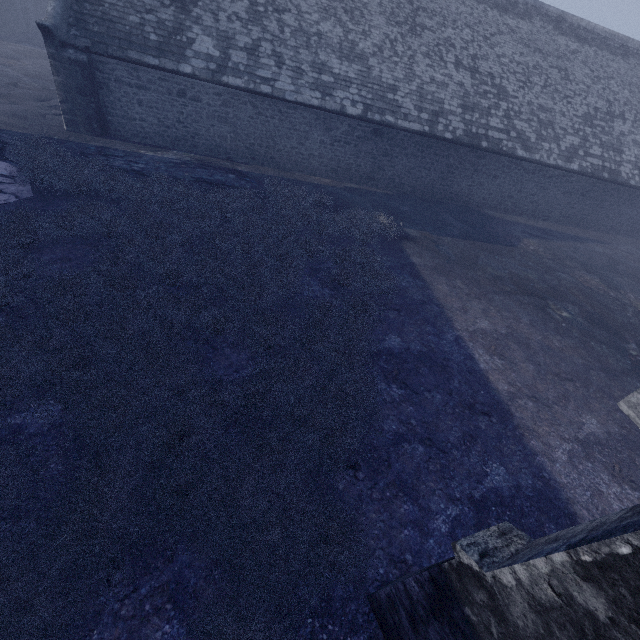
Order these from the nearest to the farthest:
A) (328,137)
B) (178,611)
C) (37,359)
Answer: (178,611) < (37,359) < (328,137)

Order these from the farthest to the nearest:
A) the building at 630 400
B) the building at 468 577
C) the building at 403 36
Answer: the building at 403 36
the building at 630 400
the building at 468 577

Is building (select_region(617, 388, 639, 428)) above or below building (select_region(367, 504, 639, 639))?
below

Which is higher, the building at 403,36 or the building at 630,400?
the building at 403,36

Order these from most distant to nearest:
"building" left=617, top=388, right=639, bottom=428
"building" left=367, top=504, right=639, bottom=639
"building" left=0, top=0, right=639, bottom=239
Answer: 1. "building" left=0, top=0, right=639, bottom=239
2. "building" left=617, top=388, right=639, bottom=428
3. "building" left=367, top=504, right=639, bottom=639

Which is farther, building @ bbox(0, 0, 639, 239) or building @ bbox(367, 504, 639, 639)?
building @ bbox(0, 0, 639, 239)
